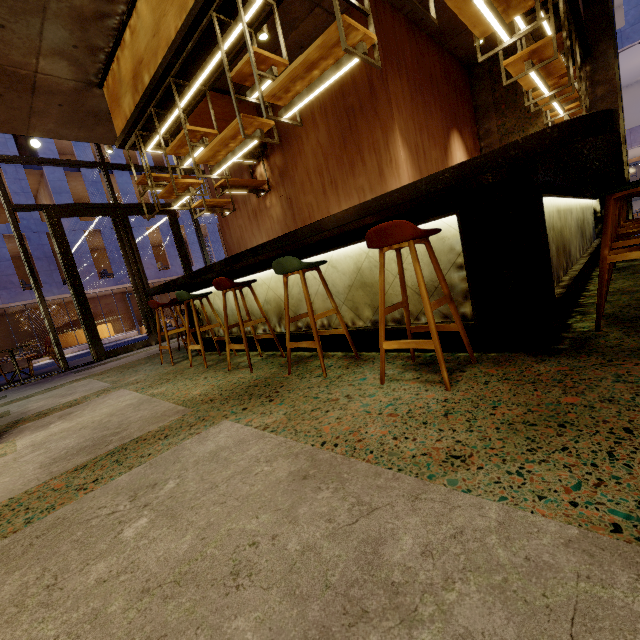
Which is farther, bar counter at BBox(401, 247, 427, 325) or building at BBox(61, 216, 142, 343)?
building at BBox(61, 216, 142, 343)

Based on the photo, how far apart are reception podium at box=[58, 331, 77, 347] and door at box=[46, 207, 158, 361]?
22.1m

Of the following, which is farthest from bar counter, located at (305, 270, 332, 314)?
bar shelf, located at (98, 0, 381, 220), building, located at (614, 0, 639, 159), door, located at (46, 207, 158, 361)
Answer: building, located at (614, 0, 639, 159)

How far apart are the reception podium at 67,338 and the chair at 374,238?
30.0m

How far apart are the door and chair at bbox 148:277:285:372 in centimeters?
476cm

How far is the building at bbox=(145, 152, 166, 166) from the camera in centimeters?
2486cm

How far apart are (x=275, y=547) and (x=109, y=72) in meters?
6.8 m

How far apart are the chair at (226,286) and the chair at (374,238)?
2.6 meters
